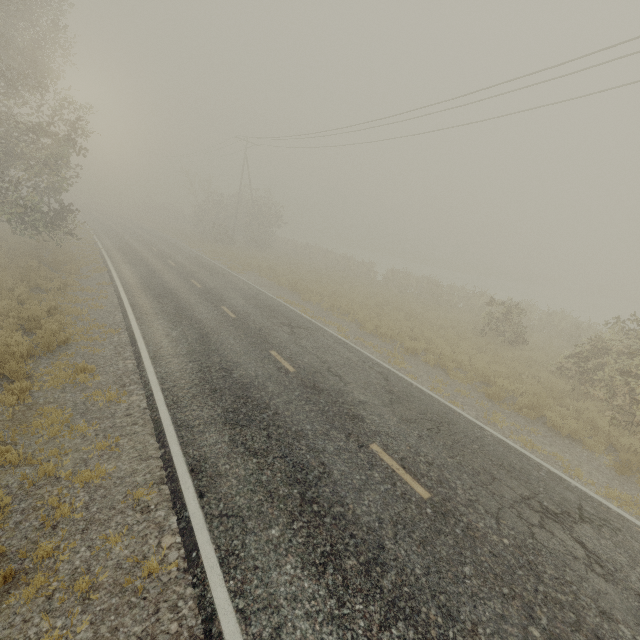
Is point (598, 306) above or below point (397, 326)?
below
